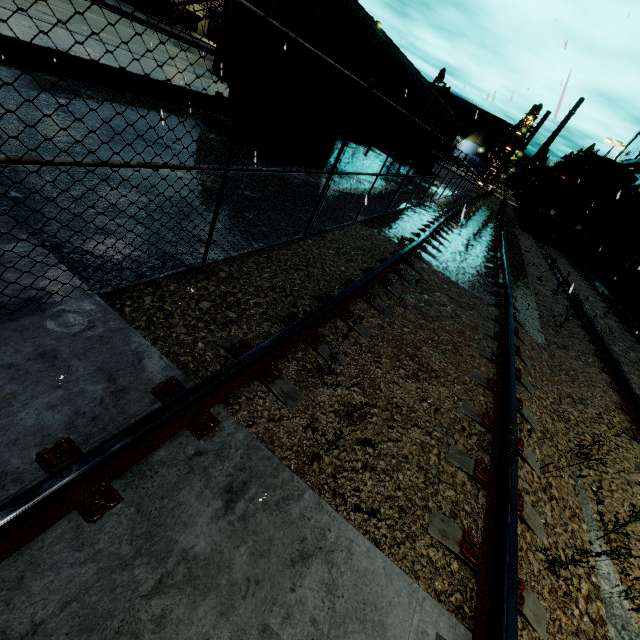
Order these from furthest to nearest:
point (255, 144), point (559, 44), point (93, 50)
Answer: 1. point (559, 44)
2. point (255, 144)
3. point (93, 50)

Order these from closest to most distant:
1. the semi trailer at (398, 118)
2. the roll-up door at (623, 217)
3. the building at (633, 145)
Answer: the semi trailer at (398, 118) → the roll-up door at (623, 217) → the building at (633, 145)

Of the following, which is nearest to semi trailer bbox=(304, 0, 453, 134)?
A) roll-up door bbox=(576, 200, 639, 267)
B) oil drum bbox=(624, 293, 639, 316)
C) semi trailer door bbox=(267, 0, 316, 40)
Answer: semi trailer door bbox=(267, 0, 316, 40)

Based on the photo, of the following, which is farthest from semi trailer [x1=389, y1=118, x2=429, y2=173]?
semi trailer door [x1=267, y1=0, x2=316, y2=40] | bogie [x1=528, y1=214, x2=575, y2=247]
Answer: bogie [x1=528, y1=214, x2=575, y2=247]

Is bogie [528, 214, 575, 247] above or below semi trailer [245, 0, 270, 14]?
below

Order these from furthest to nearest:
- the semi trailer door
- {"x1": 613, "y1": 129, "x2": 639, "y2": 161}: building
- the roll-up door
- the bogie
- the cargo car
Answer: {"x1": 613, "y1": 129, "x2": 639, "y2": 161}: building → the roll-up door → the bogie → the cargo car → the semi trailer door

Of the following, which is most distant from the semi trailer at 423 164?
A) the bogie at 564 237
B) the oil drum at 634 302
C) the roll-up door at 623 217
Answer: the oil drum at 634 302

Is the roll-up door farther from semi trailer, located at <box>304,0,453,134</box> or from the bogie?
the bogie
